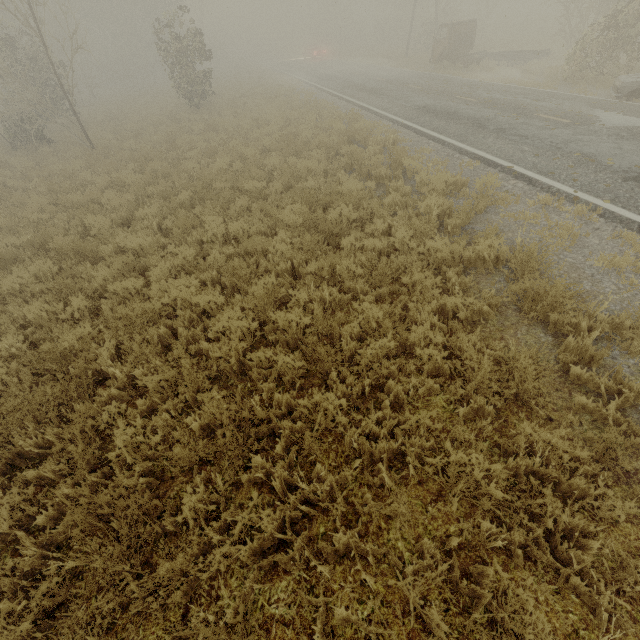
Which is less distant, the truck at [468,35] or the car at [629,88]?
the car at [629,88]

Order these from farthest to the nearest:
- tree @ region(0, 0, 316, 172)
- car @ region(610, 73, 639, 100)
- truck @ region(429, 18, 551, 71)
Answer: truck @ region(429, 18, 551, 71) → tree @ region(0, 0, 316, 172) → car @ region(610, 73, 639, 100)

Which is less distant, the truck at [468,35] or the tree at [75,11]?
the tree at [75,11]

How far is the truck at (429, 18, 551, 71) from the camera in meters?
19.7

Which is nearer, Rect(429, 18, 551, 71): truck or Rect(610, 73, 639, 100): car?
Rect(610, 73, 639, 100): car

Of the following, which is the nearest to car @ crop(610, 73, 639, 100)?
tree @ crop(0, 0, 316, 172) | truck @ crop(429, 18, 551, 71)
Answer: truck @ crop(429, 18, 551, 71)

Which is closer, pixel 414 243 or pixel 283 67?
pixel 414 243
